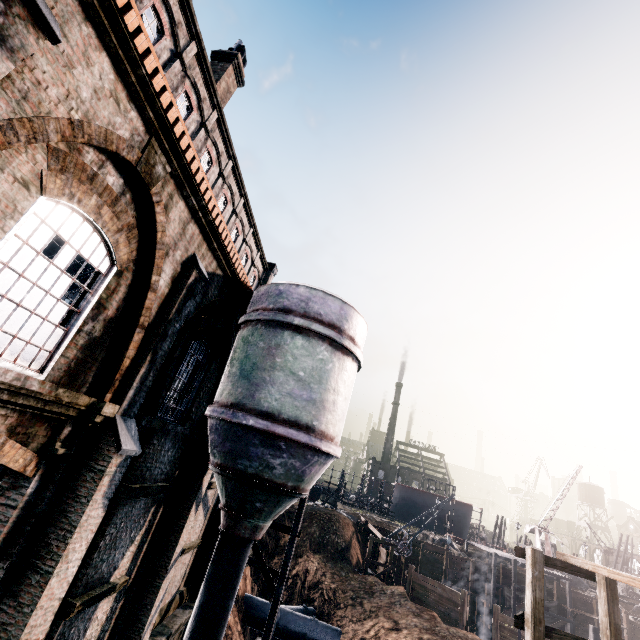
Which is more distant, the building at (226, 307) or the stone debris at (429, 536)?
the stone debris at (429, 536)

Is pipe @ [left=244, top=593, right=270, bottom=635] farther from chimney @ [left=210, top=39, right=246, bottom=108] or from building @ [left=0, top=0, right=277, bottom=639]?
chimney @ [left=210, top=39, right=246, bottom=108]

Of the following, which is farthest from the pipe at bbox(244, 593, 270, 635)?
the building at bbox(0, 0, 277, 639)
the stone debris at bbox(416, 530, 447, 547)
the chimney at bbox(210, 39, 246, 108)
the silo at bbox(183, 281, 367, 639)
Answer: the chimney at bbox(210, 39, 246, 108)

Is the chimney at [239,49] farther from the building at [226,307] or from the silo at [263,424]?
the silo at [263,424]

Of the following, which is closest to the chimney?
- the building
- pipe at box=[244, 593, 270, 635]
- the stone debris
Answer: the building

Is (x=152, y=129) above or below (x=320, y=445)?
above

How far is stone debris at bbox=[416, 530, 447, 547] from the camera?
42.71m

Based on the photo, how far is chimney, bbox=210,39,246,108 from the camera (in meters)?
17.94
